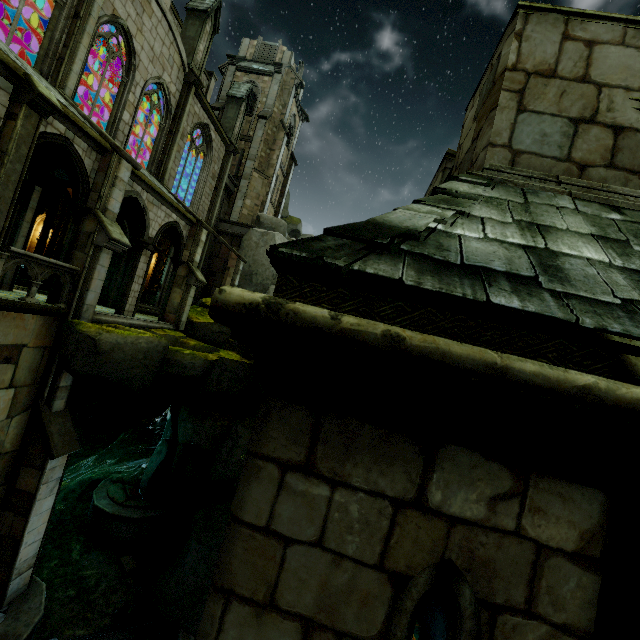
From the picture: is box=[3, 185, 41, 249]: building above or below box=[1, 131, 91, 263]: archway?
below

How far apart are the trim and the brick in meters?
10.0 m

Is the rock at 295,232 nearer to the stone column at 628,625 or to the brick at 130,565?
the brick at 130,565

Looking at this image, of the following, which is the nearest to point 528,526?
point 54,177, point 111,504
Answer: point 54,177

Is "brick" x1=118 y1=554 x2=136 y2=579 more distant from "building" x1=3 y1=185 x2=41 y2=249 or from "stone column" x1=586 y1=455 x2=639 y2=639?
"stone column" x1=586 y1=455 x2=639 y2=639

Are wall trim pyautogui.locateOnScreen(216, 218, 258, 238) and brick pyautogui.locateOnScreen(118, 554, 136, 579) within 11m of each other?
no

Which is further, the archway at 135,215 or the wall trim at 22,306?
the archway at 135,215

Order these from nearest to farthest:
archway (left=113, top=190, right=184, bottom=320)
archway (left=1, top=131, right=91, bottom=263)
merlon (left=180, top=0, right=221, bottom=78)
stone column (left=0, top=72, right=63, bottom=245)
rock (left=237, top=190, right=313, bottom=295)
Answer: stone column (left=0, top=72, right=63, bottom=245), archway (left=1, top=131, right=91, bottom=263), archway (left=113, top=190, right=184, bottom=320), merlon (left=180, top=0, right=221, bottom=78), rock (left=237, top=190, right=313, bottom=295)
